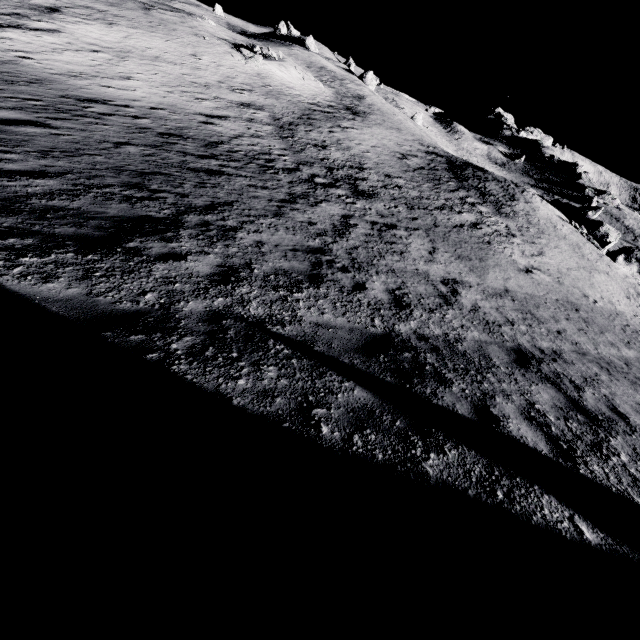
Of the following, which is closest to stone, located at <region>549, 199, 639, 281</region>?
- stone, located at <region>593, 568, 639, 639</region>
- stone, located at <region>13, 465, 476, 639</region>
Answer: stone, located at <region>593, 568, 639, 639</region>

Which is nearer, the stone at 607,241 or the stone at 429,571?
the stone at 429,571

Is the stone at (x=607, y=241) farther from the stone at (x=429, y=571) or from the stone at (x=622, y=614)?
the stone at (x=429, y=571)

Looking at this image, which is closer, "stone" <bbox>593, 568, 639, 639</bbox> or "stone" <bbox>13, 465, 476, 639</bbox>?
"stone" <bbox>13, 465, 476, 639</bbox>

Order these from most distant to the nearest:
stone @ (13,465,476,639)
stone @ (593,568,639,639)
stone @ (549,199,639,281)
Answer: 1. stone @ (549,199,639,281)
2. stone @ (593,568,639,639)
3. stone @ (13,465,476,639)

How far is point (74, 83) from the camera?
16.50m
